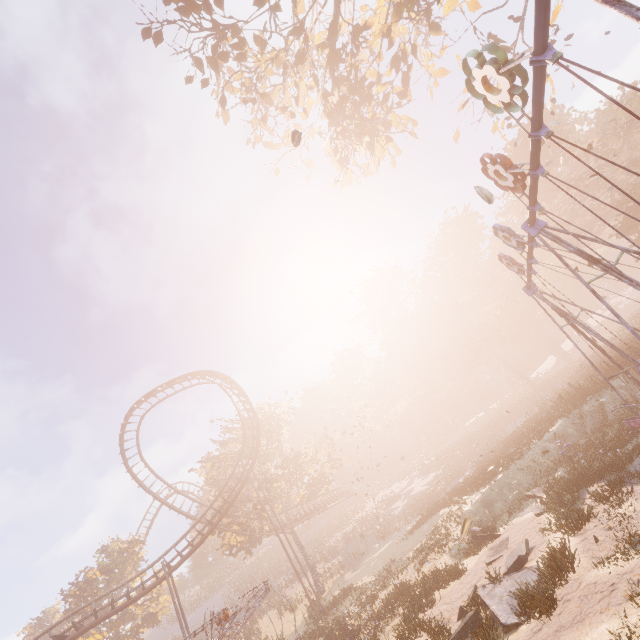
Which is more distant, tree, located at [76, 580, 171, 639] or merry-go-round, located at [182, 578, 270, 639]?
tree, located at [76, 580, 171, 639]

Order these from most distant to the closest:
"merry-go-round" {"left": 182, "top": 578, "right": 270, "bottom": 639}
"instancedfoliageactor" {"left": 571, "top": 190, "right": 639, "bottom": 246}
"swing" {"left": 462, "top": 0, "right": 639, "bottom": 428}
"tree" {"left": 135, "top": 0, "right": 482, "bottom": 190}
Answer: "instancedfoliageactor" {"left": 571, "top": 190, "right": 639, "bottom": 246}
"tree" {"left": 135, "top": 0, "right": 482, "bottom": 190}
"merry-go-round" {"left": 182, "top": 578, "right": 270, "bottom": 639}
"swing" {"left": 462, "top": 0, "right": 639, "bottom": 428}

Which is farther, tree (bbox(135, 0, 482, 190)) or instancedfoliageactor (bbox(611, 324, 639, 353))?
instancedfoliageactor (bbox(611, 324, 639, 353))

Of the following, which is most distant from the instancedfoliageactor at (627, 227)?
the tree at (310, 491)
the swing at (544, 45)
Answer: the tree at (310, 491)

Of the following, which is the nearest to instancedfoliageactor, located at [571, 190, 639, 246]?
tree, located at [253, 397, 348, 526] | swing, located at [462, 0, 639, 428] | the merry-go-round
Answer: swing, located at [462, 0, 639, 428]

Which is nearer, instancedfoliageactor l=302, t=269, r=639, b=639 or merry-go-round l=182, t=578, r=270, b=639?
instancedfoliageactor l=302, t=269, r=639, b=639

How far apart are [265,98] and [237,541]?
39.2m

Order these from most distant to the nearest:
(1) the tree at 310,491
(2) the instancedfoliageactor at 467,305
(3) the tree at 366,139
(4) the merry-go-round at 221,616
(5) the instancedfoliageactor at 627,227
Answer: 1. (1) the tree at 310,491
2. (5) the instancedfoliageactor at 627,227
3. (3) the tree at 366,139
4. (4) the merry-go-round at 221,616
5. (2) the instancedfoliageactor at 467,305
